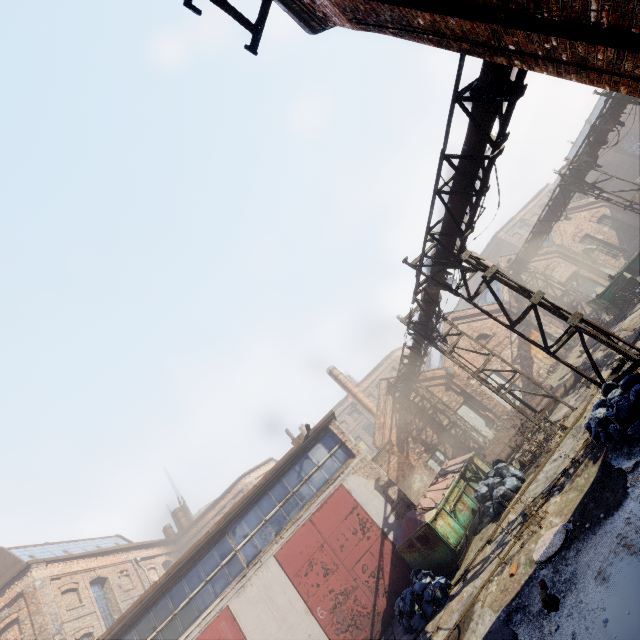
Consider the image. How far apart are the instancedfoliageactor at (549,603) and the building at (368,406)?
21.88m

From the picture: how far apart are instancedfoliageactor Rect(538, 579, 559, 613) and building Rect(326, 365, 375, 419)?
21.88m

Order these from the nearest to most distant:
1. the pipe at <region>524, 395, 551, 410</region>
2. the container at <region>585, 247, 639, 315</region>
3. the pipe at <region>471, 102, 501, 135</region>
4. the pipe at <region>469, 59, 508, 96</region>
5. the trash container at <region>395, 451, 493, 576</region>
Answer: the pipe at <region>469, 59, 508, 96</region>, the pipe at <region>471, 102, 501, 135</region>, the trash container at <region>395, 451, 493, 576</region>, the pipe at <region>524, 395, 551, 410</region>, the container at <region>585, 247, 639, 315</region>

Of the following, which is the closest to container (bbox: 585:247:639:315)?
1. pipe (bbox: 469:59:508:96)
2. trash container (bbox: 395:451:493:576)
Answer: pipe (bbox: 469:59:508:96)

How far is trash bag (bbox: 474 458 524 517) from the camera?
10.05m

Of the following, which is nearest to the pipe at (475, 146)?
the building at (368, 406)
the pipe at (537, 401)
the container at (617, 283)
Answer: the container at (617, 283)

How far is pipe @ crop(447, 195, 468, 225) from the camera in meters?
8.2 m

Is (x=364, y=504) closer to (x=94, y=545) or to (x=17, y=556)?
(x=17, y=556)
